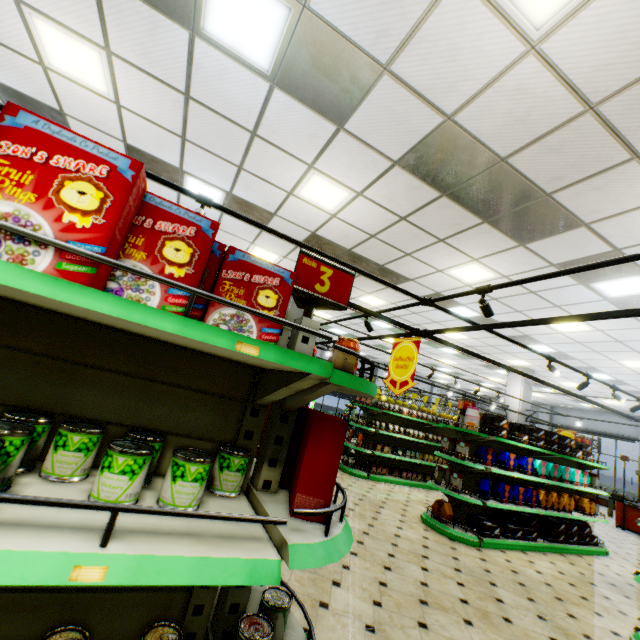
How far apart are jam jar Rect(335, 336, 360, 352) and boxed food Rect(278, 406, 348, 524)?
0.24m

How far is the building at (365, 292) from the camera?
8.5 meters

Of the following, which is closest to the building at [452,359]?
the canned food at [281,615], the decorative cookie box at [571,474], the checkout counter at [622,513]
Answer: the checkout counter at [622,513]

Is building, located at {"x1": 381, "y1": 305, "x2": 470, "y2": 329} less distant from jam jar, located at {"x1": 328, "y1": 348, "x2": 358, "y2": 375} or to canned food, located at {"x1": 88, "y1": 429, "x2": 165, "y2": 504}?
canned food, located at {"x1": 88, "y1": 429, "x2": 165, "y2": 504}

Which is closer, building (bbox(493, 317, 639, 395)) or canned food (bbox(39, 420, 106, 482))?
canned food (bbox(39, 420, 106, 482))

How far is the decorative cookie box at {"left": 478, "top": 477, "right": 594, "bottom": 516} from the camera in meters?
6.1

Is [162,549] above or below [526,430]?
below

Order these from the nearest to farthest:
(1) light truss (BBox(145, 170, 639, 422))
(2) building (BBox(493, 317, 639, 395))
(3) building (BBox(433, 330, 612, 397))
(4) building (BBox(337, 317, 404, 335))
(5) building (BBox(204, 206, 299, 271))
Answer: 1. (1) light truss (BBox(145, 170, 639, 422))
2. (5) building (BBox(204, 206, 299, 271))
3. (2) building (BBox(493, 317, 639, 395))
4. (3) building (BBox(433, 330, 612, 397))
5. (4) building (BBox(337, 317, 404, 335))
